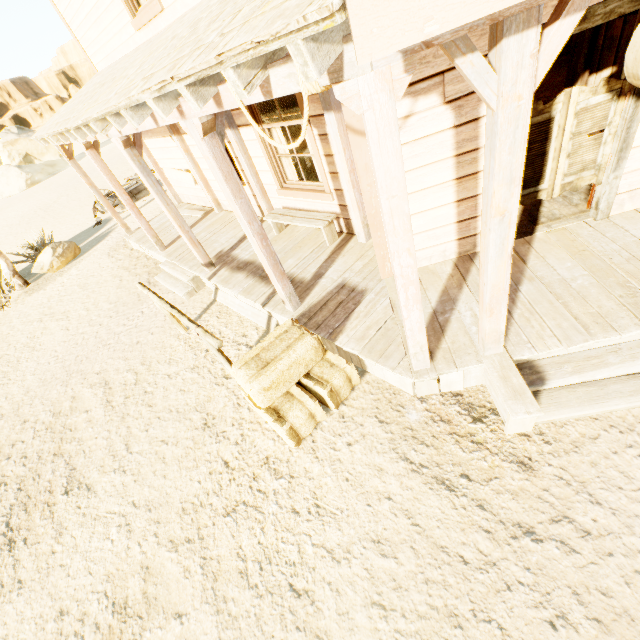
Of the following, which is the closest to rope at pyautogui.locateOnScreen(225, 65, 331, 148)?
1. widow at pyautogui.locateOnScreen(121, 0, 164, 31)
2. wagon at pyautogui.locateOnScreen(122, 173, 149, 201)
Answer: widow at pyautogui.locateOnScreen(121, 0, 164, 31)

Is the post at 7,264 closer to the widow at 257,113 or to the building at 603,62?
the building at 603,62

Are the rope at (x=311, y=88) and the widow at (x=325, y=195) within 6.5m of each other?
yes

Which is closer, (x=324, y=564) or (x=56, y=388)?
(x=324, y=564)

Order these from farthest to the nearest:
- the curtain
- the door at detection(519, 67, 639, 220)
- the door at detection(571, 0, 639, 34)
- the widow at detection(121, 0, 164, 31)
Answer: the curtain → the widow at detection(121, 0, 164, 31) → the door at detection(519, 67, 639, 220) → the door at detection(571, 0, 639, 34)

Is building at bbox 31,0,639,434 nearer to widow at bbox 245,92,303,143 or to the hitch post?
widow at bbox 245,92,303,143

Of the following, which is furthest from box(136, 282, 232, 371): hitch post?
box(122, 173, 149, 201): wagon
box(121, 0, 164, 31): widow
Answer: box(122, 173, 149, 201): wagon

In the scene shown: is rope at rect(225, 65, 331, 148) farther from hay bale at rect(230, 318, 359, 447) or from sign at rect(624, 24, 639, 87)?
hay bale at rect(230, 318, 359, 447)
